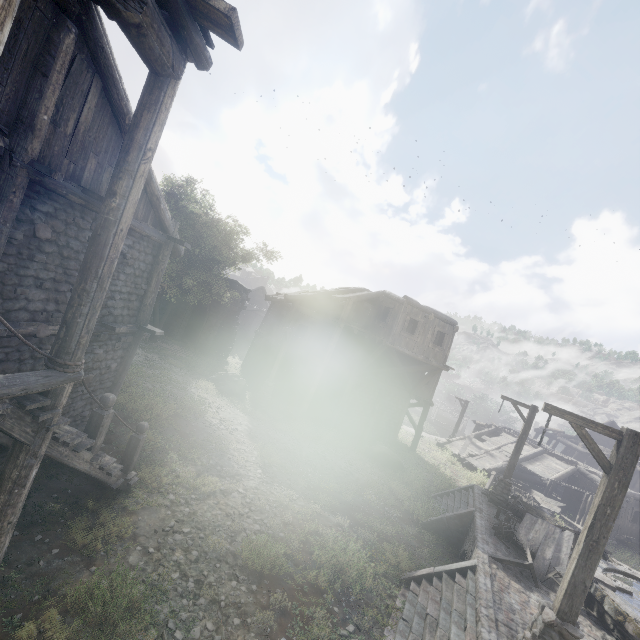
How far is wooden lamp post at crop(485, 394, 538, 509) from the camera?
14.33m

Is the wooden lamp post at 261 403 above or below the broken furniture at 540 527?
below

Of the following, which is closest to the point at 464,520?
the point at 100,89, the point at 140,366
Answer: the point at 140,366

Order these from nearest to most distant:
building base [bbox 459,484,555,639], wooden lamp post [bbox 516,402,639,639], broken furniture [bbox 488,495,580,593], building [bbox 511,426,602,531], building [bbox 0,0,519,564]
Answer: building [bbox 0,0,519,564], wooden lamp post [bbox 516,402,639,639], building base [bbox 459,484,555,639], broken furniture [bbox 488,495,580,593], building [bbox 511,426,602,531]

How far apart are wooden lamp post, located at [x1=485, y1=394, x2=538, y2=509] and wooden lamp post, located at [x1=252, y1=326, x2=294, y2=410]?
11.35m

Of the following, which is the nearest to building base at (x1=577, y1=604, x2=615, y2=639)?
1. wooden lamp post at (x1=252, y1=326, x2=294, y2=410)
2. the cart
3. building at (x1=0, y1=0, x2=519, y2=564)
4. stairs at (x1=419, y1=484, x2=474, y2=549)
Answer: stairs at (x1=419, y1=484, x2=474, y2=549)

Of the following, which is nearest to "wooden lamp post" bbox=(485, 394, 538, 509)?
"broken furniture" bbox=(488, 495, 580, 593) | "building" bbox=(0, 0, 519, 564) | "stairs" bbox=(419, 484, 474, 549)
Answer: "broken furniture" bbox=(488, 495, 580, 593)

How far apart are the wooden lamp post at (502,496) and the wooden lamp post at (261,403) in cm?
1135
